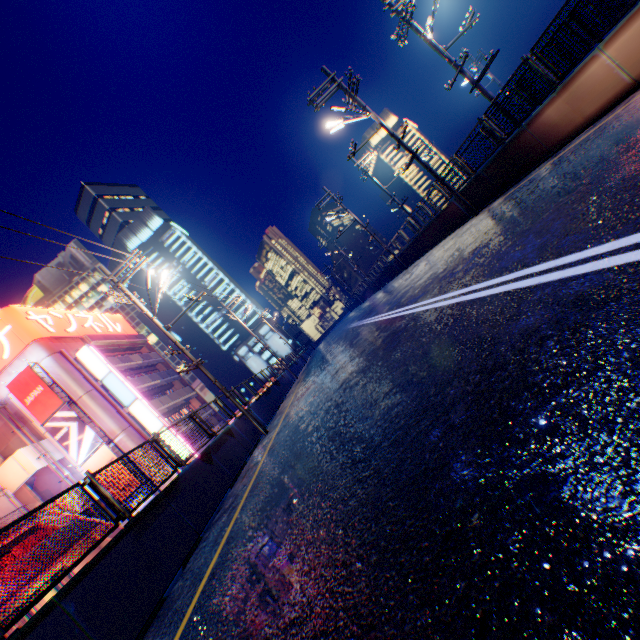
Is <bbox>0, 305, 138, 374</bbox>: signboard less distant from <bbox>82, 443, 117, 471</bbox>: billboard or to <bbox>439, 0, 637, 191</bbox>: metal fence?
<bbox>82, 443, 117, 471</bbox>: billboard

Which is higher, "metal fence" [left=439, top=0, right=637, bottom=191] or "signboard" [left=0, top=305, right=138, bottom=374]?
"signboard" [left=0, top=305, right=138, bottom=374]

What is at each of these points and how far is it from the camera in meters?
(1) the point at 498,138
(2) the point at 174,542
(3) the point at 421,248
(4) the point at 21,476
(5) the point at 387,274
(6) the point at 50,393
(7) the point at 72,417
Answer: (1) metal fence, 11.2 m
(2) overpass support, 6.5 m
(3) overpass support, 22.7 m
(4) stairs, 24.0 m
(5) overpass support, 33.9 m
(6) billboard, 26.1 m
(7) billboard, 26.0 m

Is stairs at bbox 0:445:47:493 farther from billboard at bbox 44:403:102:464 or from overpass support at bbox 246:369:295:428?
overpass support at bbox 246:369:295:428

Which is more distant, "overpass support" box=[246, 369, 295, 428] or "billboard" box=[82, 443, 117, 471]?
"billboard" box=[82, 443, 117, 471]

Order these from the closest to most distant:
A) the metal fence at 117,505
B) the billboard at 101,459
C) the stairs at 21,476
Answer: the metal fence at 117,505
the stairs at 21,476
the billboard at 101,459

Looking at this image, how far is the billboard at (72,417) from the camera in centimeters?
2586cm
